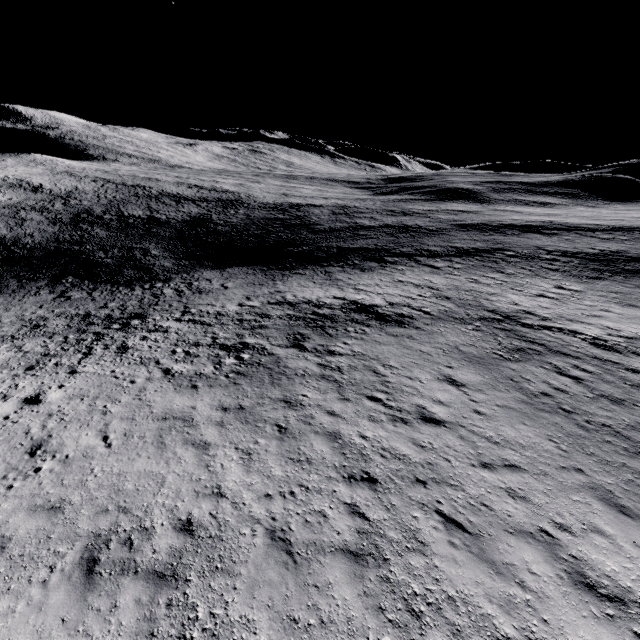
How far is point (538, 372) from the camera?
14.0 meters
